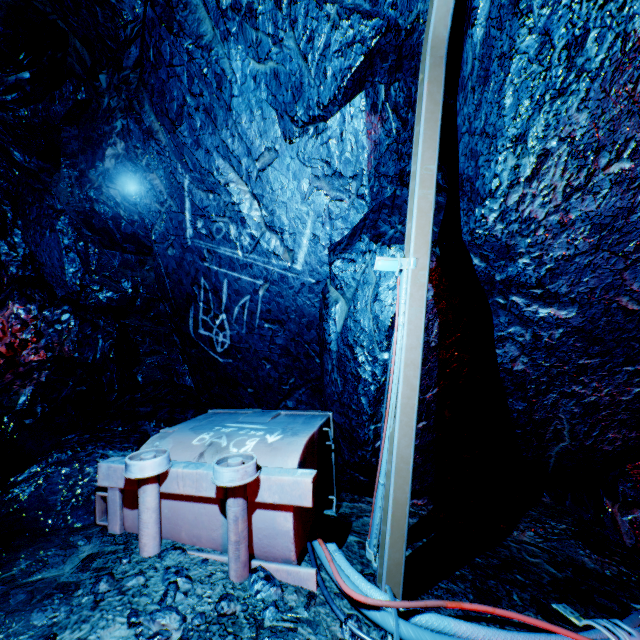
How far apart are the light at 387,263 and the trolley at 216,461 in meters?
1.3 m

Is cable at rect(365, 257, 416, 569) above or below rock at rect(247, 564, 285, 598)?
above

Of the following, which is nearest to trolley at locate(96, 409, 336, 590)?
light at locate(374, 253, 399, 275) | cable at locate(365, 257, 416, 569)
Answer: cable at locate(365, 257, 416, 569)

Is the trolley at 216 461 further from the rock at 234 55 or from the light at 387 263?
the light at 387 263

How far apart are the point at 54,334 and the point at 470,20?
6.2 meters

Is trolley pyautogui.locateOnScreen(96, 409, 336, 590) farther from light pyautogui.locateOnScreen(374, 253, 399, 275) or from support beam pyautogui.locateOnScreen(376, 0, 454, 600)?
light pyautogui.locateOnScreen(374, 253, 399, 275)

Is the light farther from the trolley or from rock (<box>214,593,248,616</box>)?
the trolley
